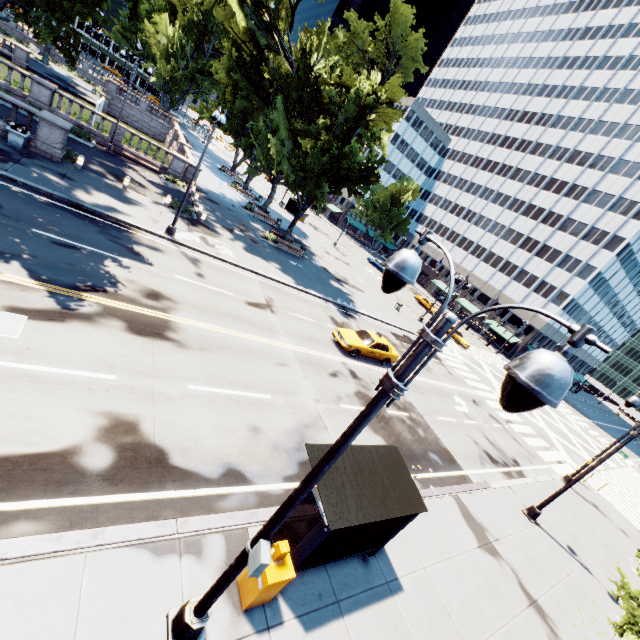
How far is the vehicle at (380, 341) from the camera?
19.42m

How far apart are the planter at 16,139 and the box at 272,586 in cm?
2302

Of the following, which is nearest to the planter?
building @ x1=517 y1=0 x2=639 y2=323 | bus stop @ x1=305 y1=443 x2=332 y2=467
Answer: bus stop @ x1=305 y1=443 x2=332 y2=467

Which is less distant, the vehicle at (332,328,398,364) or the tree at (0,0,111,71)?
the tree at (0,0,111,71)

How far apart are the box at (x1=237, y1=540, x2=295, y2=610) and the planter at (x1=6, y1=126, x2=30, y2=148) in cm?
2302

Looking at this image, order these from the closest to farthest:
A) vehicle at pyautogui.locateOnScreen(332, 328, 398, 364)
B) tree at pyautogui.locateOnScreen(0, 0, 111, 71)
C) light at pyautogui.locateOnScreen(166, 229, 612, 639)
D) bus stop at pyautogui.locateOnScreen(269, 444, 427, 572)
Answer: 1. light at pyautogui.locateOnScreen(166, 229, 612, 639)
2. bus stop at pyautogui.locateOnScreen(269, 444, 427, 572)
3. tree at pyautogui.locateOnScreen(0, 0, 111, 71)
4. vehicle at pyautogui.locateOnScreen(332, 328, 398, 364)

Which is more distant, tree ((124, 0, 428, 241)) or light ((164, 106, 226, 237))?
tree ((124, 0, 428, 241))

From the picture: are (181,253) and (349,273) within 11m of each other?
no
